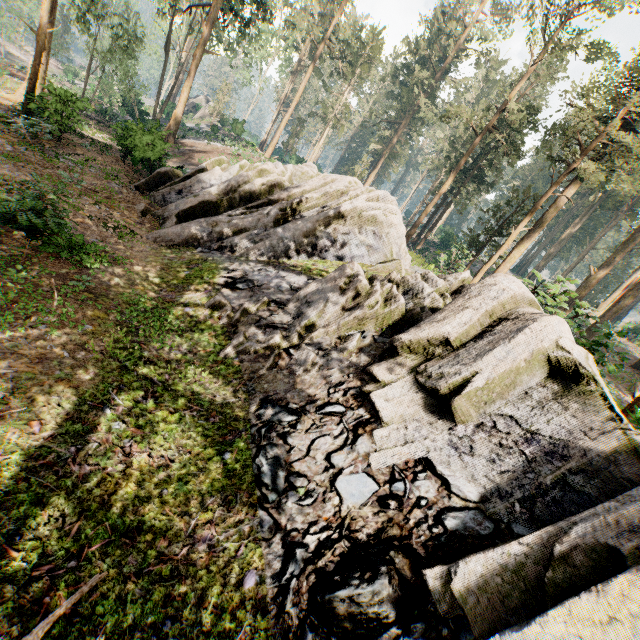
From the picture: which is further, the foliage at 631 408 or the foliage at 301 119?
the foliage at 301 119

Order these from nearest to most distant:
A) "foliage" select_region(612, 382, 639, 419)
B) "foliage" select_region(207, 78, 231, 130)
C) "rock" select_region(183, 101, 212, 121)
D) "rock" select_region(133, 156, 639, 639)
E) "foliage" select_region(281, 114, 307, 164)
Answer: "rock" select_region(133, 156, 639, 639)
"foliage" select_region(612, 382, 639, 419)
"foliage" select_region(207, 78, 231, 130)
"foliage" select_region(281, 114, 307, 164)
"rock" select_region(183, 101, 212, 121)

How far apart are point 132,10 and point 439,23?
39.0m

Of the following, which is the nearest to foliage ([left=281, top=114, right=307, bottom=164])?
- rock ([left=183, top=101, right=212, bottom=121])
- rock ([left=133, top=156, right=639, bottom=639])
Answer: rock ([left=183, top=101, right=212, bottom=121])

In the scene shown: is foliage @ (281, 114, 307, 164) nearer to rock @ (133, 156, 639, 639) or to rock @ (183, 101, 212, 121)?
rock @ (183, 101, 212, 121)

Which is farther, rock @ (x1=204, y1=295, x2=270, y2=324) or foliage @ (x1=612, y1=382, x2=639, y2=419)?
rock @ (x1=204, y1=295, x2=270, y2=324)

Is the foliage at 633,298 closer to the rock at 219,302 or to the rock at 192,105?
the rock at 192,105
